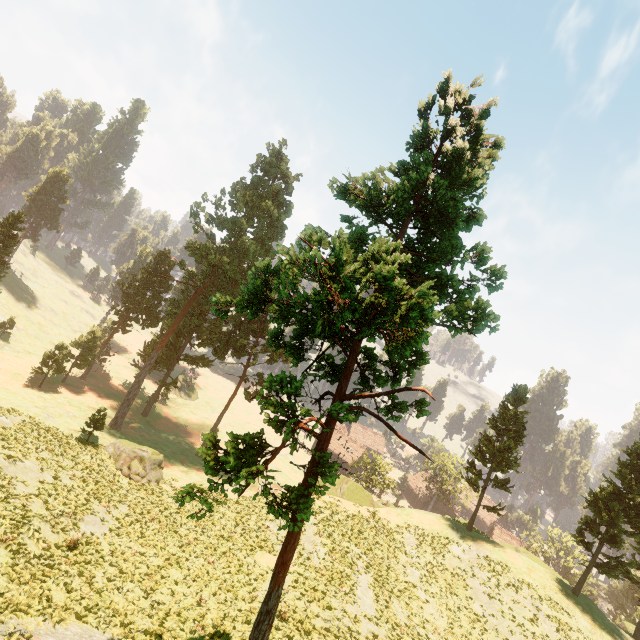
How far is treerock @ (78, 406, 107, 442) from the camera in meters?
→ 30.5

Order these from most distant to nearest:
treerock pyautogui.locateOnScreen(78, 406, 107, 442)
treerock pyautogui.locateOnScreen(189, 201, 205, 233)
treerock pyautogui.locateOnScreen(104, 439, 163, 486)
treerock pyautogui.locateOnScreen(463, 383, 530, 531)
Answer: treerock pyautogui.locateOnScreen(189, 201, 205, 233) < treerock pyautogui.locateOnScreen(463, 383, 530, 531) < treerock pyautogui.locateOnScreen(78, 406, 107, 442) < treerock pyautogui.locateOnScreen(104, 439, 163, 486)

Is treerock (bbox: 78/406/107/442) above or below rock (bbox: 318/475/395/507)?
below

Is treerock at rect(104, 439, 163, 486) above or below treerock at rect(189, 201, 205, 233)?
below

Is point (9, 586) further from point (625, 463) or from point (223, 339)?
point (625, 463)

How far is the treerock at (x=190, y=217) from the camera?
38.1m
